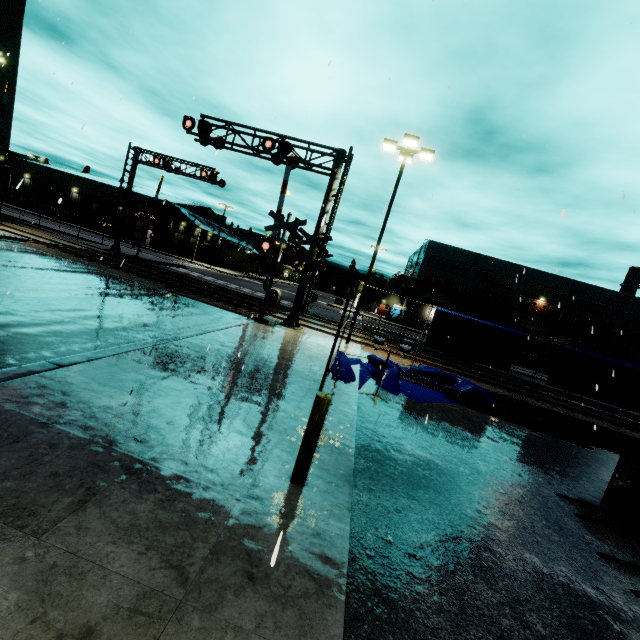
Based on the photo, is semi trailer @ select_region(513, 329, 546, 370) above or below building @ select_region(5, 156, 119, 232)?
below

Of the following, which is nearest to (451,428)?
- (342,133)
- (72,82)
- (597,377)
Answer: (342,133)

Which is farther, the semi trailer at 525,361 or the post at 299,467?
the semi trailer at 525,361

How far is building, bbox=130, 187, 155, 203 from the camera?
51.9 meters

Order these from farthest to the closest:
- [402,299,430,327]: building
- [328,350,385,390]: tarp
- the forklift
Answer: [402,299,430,327]: building, [328,350,385,390]: tarp, the forklift

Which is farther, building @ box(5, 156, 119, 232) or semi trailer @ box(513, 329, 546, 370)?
building @ box(5, 156, 119, 232)

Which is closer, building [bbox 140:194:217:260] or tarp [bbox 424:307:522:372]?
tarp [bbox 424:307:522:372]

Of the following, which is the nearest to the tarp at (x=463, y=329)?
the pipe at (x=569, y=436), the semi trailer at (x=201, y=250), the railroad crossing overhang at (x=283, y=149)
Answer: the pipe at (x=569, y=436)
